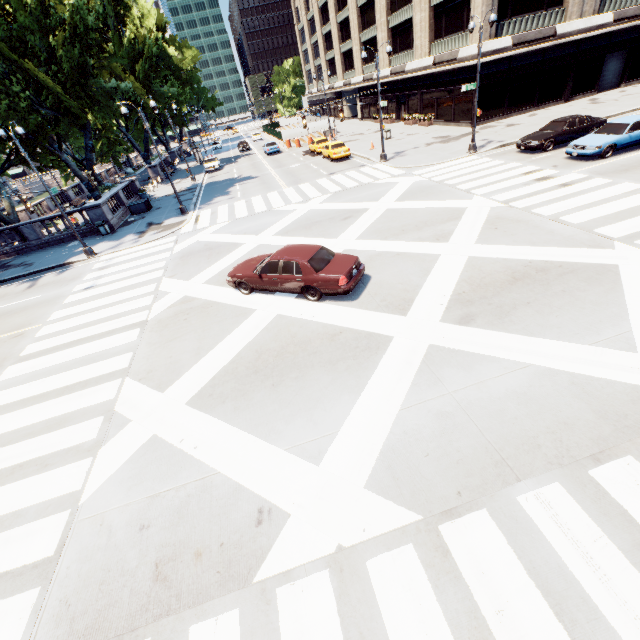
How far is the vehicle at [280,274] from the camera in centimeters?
1029cm

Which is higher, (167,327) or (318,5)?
(318,5)

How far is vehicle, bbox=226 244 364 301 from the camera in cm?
1029

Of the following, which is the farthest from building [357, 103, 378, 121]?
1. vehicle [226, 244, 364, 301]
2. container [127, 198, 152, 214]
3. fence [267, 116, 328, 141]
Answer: container [127, 198, 152, 214]

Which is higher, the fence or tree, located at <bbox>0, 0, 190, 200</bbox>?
tree, located at <bbox>0, 0, 190, 200</bbox>

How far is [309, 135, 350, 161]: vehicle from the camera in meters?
29.7

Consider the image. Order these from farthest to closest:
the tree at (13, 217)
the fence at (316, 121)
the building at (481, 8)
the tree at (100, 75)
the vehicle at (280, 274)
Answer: the fence at (316, 121), the building at (481, 8), the tree at (13, 217), the tree at (100, 75), the vehicle at (280, 274)

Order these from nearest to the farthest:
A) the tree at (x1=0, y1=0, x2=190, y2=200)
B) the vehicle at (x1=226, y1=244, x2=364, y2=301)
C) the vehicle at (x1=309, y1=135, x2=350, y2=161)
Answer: the vehicle at (x1=226, y1=244, x2=364, y2=301), the tree at (x1=0, y1=0, x2=190, y2=200), the vehicle at (x1=309, y1=135, x2=350, y2=161)
